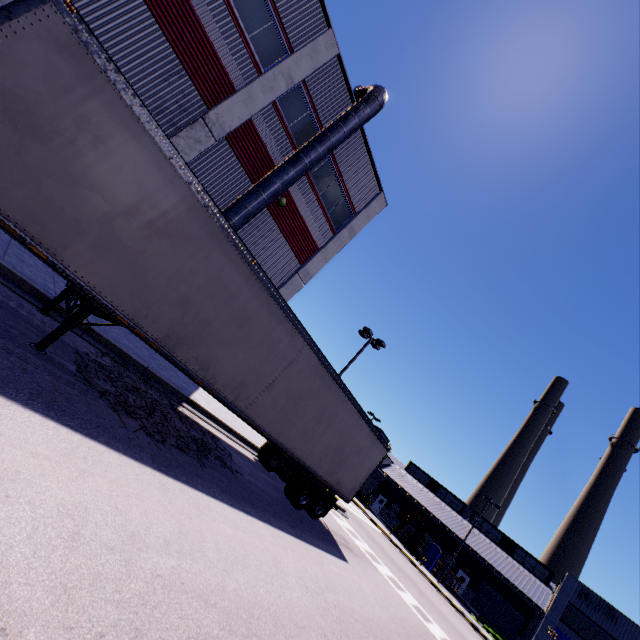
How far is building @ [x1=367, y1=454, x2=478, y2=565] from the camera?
45.00m

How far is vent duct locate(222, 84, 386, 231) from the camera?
12.7m

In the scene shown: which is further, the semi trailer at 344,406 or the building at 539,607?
the building at 539,607

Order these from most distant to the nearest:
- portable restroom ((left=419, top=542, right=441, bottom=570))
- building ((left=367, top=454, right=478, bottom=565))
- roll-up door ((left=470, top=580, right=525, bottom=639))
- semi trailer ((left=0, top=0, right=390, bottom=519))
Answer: building ((left=367, top=454, right=478, bottom=565)), portable restroom ((left=419, top=542, right=441, bottom=570)), roll-up door ((left=470, top=580, right=525, bottom=639)), semi trailer ((left=0, top=0, right=390, bottom=519))

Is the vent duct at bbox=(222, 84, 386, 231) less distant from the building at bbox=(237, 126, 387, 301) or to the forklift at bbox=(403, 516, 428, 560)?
the building at bbox=(237, 126, 387, 301)

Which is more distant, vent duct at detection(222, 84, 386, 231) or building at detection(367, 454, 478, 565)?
building at detection(367, 454, 478, 565)

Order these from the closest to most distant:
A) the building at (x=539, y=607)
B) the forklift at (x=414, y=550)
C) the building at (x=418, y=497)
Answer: the building at (x=539, y=607) < the forklift at (x=414, y=550) < the building at (x=418, y=497)

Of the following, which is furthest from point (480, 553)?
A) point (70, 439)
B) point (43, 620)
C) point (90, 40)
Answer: point (90, 40)
